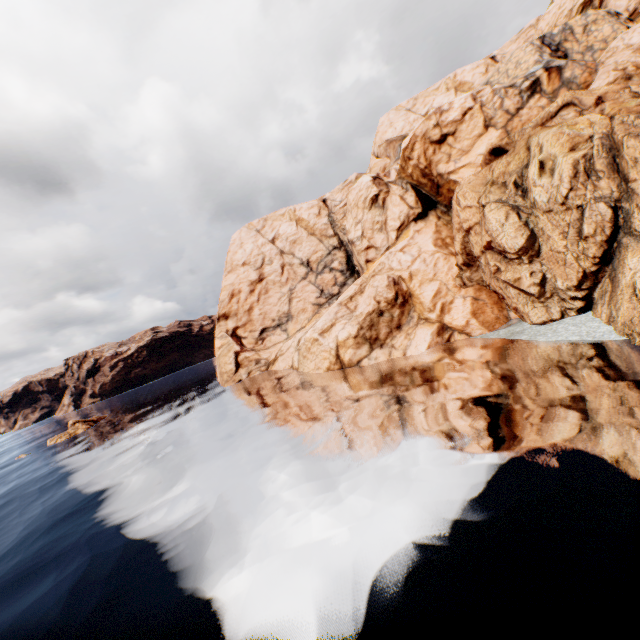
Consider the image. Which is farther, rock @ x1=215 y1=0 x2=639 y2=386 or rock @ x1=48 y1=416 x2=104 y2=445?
rock @ x1=48 y1=416 x2=104 y2=445

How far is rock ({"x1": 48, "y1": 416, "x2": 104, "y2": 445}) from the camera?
52.4 meters

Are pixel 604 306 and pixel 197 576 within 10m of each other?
no

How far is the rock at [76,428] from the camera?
52.4 meters

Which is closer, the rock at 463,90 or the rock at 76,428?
the rock at 463,90

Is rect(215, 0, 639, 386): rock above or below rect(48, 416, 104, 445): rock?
above
